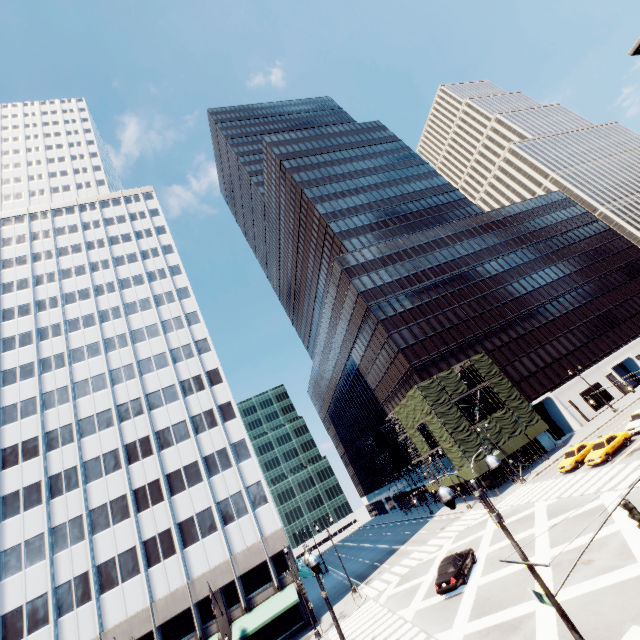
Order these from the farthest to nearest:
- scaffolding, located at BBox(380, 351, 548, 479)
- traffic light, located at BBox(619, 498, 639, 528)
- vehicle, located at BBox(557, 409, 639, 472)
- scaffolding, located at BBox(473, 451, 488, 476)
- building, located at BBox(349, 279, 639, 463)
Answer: A: building, located at BBox(349, 279, 639, 463), scaffolding, located at BBox(380, 351, 548, 479), scaffolding, located at BBox(473, 451, 488, 476), vehicle, located at BBox(557, 409, 639, 472), traffic light, located at BBox(619, 498, 639, 528)

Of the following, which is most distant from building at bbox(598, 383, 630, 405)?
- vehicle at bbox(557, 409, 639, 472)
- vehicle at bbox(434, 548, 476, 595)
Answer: vehicle at bbox(434, 548, 476, 595)

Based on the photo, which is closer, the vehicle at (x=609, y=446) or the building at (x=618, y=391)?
the vehicle at (x=609, y=446)

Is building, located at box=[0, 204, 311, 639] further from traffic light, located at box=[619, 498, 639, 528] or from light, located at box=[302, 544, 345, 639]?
traffic light, located at box=[619, 498, 639, 528]

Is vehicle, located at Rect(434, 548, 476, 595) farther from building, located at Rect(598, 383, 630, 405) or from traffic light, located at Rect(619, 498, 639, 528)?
building, located at Rect(598, 383, 630, 405)

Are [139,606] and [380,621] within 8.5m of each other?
no

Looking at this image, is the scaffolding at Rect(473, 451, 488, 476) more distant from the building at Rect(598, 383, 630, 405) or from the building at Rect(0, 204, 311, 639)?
the building at Rect(0, 204, 311, 639)

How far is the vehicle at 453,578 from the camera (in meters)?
21.45
